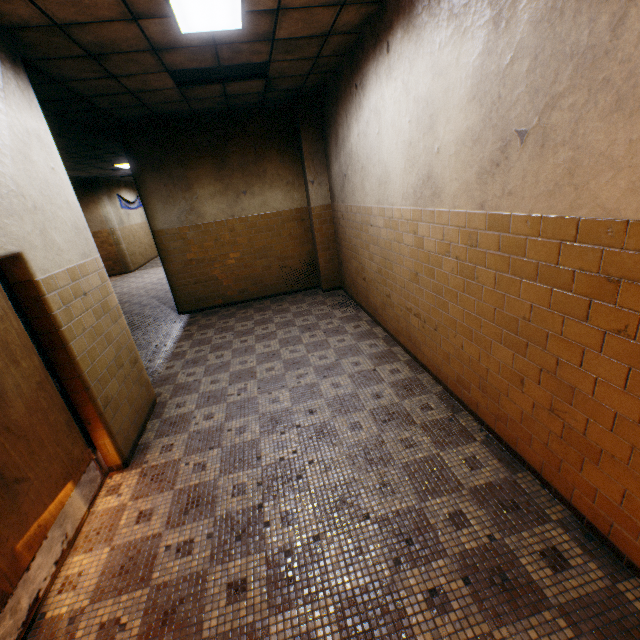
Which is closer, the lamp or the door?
the door

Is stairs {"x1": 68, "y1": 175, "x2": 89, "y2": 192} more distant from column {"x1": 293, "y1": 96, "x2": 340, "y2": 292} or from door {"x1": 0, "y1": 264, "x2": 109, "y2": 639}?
column {"x1": 293, "y1": 96, "x2": 340, "y2": 292}

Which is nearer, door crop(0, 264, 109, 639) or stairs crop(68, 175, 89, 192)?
door crop(0, 264, 109, 639)

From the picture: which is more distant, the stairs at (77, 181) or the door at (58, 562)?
the stairs at (77, 181)

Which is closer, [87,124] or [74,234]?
[74,234]

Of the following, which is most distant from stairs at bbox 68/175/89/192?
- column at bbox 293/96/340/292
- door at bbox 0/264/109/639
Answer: column at bbox 293/96/340/292

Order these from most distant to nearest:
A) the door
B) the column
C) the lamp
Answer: the column < the lamp < the door

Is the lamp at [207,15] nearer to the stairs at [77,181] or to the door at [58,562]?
the door at [58,562]
